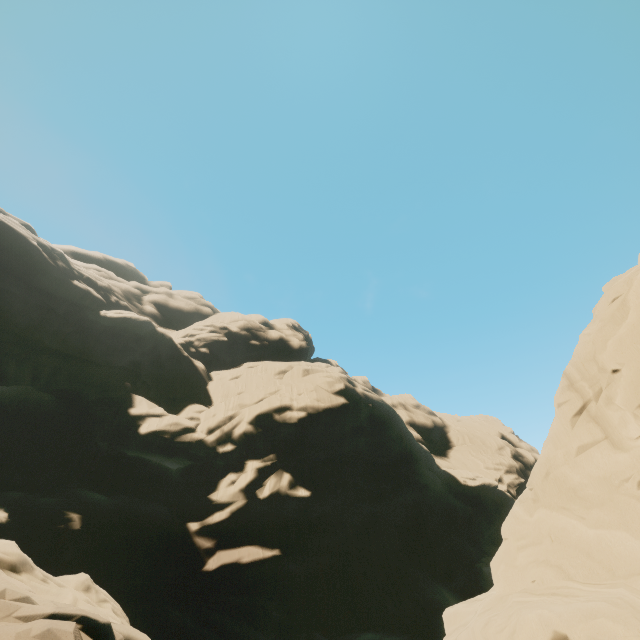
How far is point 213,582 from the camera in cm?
2873
